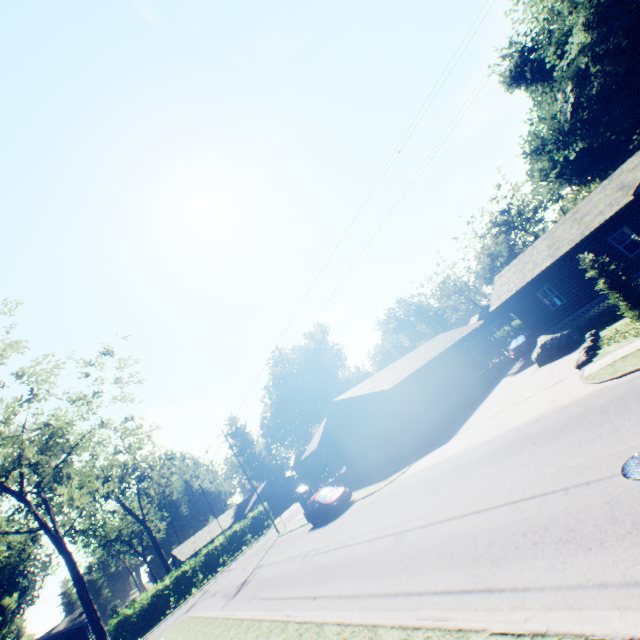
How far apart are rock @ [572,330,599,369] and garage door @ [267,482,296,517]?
54.60m

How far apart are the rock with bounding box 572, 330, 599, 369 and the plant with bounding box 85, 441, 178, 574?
57.6m

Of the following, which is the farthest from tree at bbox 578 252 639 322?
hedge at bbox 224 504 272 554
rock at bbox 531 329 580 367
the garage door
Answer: the garage door

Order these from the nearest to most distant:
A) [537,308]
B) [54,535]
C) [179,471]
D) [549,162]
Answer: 1. [54,535]
2. [537,308]
3. [549,162]
4. [179,471]

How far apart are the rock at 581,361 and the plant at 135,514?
57.6 meters

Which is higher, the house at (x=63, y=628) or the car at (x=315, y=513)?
the house at (x=63, y=628)

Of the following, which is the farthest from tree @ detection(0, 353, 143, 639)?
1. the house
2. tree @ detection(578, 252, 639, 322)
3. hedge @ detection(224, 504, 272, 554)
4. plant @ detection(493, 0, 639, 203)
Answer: plant @ detection(493, 0, 639, 203)

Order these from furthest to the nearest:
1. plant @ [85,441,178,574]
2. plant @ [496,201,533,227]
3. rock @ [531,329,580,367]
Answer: plant @ [496,201,533,227]
plant @ [85,441,178,574]
rock @ [531,329,580,367]
